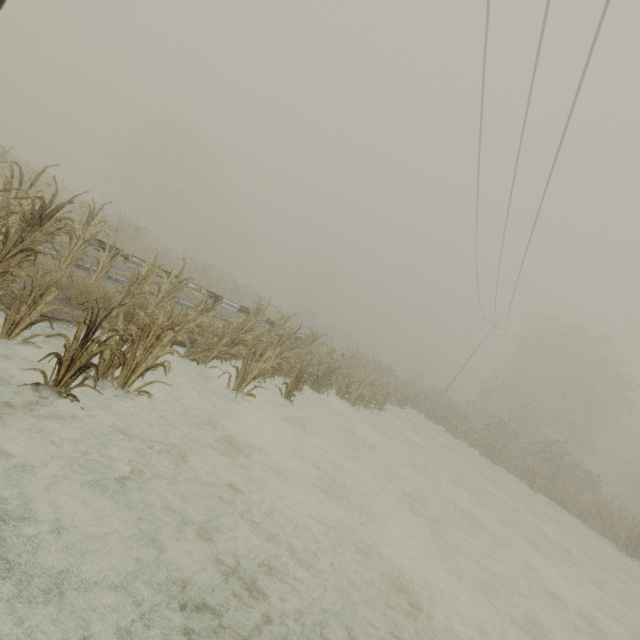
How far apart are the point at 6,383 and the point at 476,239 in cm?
1954
